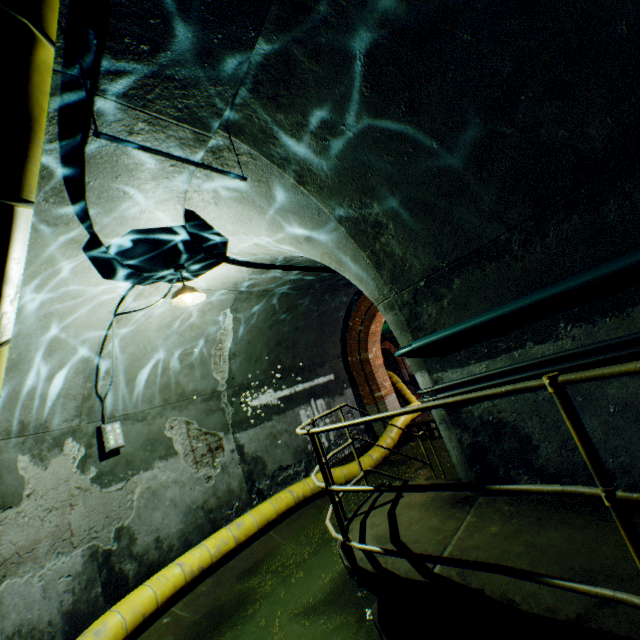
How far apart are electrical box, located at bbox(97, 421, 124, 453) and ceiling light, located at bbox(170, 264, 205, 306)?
2.23m

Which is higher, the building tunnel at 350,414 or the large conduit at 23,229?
the large conduit at 23,229

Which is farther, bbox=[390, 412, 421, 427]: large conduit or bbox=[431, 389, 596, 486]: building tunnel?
bbox=[390, 412, 421, 427]: large conduit

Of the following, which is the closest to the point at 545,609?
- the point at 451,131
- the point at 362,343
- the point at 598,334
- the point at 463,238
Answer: the point at 598,334

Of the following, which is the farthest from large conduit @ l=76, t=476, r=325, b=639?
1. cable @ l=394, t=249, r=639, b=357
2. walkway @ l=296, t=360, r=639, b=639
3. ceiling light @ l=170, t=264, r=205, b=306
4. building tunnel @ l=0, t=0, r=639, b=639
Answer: ceiling light @ l=170, t=264, r=205, b=306

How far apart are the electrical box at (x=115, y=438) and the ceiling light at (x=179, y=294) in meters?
2.2

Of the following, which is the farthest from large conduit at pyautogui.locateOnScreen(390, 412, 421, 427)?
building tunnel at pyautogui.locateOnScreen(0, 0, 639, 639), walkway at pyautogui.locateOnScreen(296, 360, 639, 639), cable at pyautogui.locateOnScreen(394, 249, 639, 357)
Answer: cable at pyautogui.locateOnScreen(394, 249, 639, 357)

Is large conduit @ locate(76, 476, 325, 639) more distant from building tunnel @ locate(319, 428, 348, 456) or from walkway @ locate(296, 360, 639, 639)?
walkway @ locate(296, 360, 639, 639)
